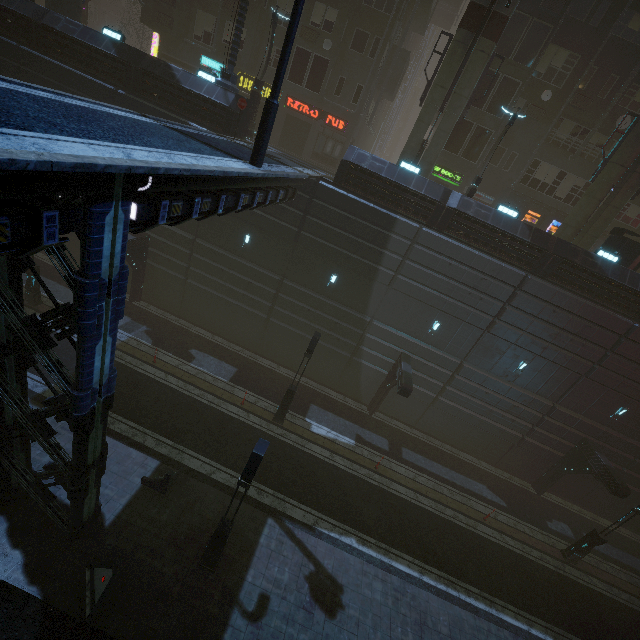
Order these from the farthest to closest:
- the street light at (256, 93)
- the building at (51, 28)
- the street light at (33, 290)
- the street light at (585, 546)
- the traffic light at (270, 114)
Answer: the street light at (256, 93) → the street light at (33, 290) → the building at (51, 28) → the street light at (585, 546) → the traffic light at (270, 114)

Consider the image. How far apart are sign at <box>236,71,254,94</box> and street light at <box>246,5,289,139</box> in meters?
6.0 m

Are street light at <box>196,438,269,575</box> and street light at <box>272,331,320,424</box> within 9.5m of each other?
yes

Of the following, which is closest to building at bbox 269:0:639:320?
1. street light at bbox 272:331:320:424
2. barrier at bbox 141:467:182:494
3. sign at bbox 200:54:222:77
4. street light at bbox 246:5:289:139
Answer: sign at bbox 200:54:222:77

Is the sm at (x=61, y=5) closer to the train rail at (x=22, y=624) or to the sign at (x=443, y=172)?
the train rail at (x=22, y=624)

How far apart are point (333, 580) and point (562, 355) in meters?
16.2 m

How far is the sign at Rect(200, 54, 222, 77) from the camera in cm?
2558

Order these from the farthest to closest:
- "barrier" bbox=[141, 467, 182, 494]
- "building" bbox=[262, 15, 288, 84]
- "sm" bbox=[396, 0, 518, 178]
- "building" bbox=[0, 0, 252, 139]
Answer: "building" bbox=[262, 15, 288, 84], "building" bbox=[0, 0, 252, 139], "sm" bbox=[396, 0, 518, 178], "barrier" bbox=[141, 467, 182, 494]
